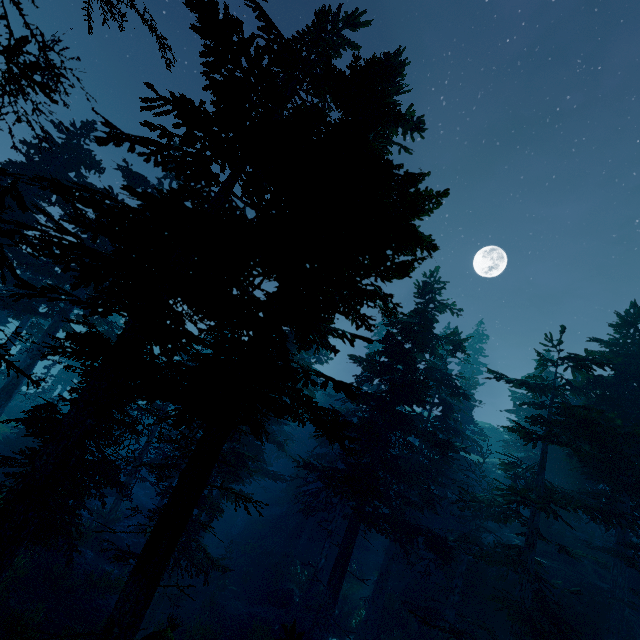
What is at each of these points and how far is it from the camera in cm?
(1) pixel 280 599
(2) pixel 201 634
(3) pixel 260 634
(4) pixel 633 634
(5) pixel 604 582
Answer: (1) rock, 2266
(2) instancedfoliageactor, 1711
(3) instancedfoliageactor, 1852
(4) rock, 1655
(5) rock, 2184

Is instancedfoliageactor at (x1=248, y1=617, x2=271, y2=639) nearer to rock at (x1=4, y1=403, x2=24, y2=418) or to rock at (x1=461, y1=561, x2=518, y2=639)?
rock at (x1=461, y1=561, x2=518, y2=639)

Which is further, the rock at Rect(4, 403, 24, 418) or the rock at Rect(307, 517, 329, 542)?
the rock at Rect(4, 403, 24, 418)

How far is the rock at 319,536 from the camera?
30.58m

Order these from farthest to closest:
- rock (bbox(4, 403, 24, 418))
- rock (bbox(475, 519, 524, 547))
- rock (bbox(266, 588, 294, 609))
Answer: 1. rock (bbox(4, 403, 24, 418))
2. rock (bbox(475, 519, 524, 547))
3. rock (bbox(266, 588, 294, 609))

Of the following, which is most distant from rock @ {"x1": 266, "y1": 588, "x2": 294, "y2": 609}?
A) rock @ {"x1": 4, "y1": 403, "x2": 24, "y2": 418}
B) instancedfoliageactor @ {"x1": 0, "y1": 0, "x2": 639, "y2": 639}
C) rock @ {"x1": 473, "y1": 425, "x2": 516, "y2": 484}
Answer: rock @ {"x1": 4, "y1": 403, "x2": 24, "y2": 418}

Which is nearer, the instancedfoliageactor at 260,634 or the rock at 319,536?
the instancedfoliageactor at 260,634

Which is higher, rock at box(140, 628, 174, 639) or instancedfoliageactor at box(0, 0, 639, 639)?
instancedfoliageactor at box(0, 0, 639, 639)
